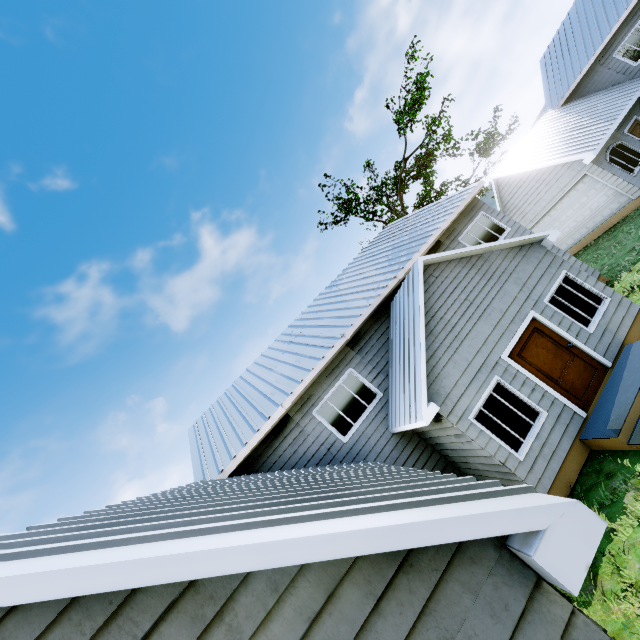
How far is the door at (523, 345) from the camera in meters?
7.8 m

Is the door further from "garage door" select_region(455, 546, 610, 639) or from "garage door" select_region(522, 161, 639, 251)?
"garage door" select_region(522, 161, 639, 251)

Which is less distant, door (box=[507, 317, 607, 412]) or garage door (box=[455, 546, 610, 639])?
garage door (box=[455, 546, 610, 639])

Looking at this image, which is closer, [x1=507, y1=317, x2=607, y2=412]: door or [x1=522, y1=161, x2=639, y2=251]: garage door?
[x1=507, y1=317, x2=607, y2=412]: door

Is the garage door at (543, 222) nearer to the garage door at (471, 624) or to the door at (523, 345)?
the door at (523, 345)

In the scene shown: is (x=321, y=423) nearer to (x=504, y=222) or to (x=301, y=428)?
(x=301, y=428)

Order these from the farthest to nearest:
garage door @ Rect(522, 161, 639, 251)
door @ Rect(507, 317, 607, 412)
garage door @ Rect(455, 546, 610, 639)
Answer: garage door @ Rect(522, 161, 639, 251)
door @ Rect(507, 317, 607, 412)
garage door @ Rect(455, 546, 610, 639)

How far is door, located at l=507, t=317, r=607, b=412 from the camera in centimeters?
781cm
